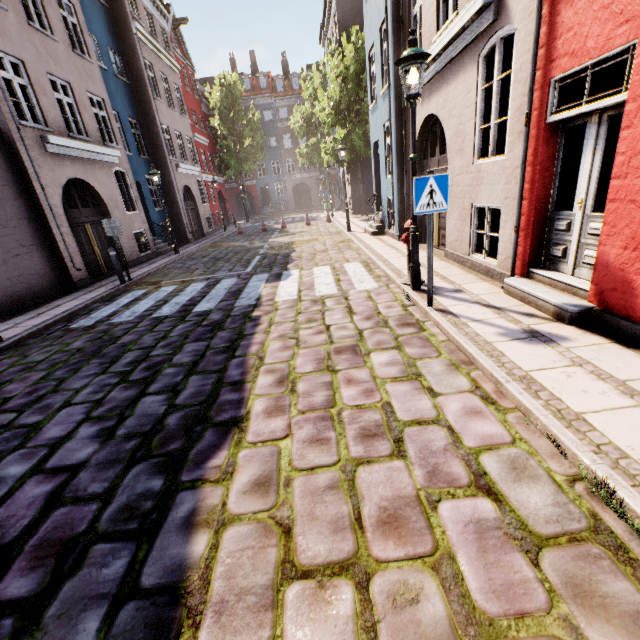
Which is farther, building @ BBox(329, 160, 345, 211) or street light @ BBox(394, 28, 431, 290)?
building @ BBox(329, 160, 345, 211)

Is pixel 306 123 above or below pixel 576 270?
above

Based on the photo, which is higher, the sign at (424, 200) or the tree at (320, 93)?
the tree at (320, 93)

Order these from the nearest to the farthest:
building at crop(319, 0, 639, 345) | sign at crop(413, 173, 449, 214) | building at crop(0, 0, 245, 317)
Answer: building at crop(319, 0, 639, 345), sign at crop(413, 173, 449, 214), building at crop(0, 0, 245, 317)

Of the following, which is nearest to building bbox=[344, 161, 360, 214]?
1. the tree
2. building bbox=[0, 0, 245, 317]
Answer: the tree

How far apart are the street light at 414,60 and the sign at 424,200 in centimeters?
99cm

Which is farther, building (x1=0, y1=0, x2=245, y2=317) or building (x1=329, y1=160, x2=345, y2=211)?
building (x1=329, y1=160, x2=345, y2=211)
